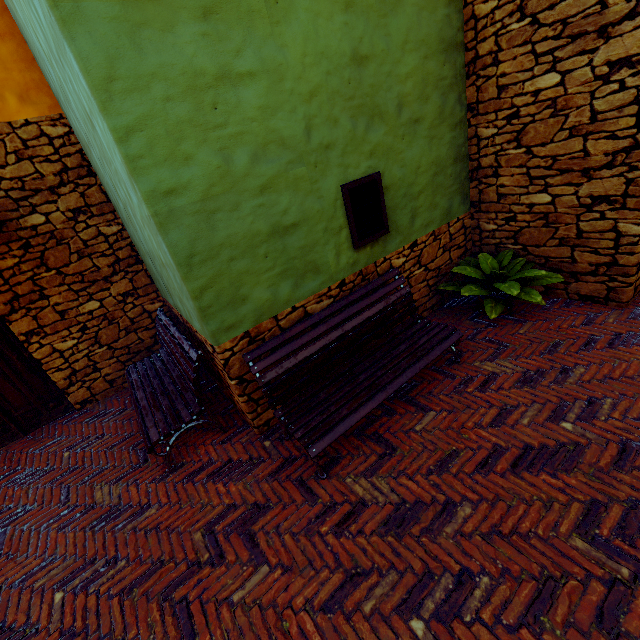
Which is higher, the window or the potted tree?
the window

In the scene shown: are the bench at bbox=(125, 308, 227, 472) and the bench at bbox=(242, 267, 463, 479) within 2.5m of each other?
yes

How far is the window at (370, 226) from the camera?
3.5 meters

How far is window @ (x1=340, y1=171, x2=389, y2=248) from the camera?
3.5m

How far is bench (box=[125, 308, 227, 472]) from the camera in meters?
3.4 m

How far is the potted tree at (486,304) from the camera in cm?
393

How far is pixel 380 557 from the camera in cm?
227

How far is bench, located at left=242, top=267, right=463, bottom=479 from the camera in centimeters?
295cm
